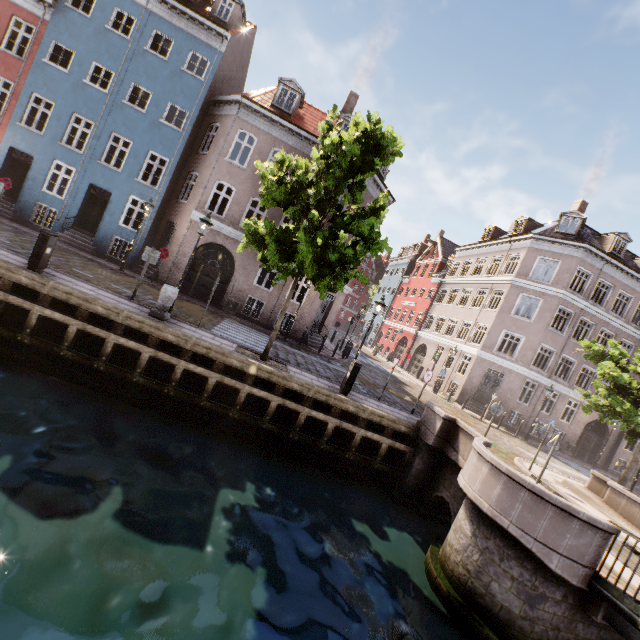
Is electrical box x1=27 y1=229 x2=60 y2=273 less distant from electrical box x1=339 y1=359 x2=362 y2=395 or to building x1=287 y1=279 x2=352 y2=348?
building x1=287 y1=279 x2=352 y2=348

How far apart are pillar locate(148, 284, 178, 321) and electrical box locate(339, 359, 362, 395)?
6.2m

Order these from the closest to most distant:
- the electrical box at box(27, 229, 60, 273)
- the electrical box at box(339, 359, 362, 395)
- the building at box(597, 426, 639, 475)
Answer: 1. the electrical box at box(27, 229, 60, 273)
2. the electrical box at box(339, 359, 362, 395)
3. the building at box(597, 426, 639, 475)

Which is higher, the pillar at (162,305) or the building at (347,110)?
the building at (347,110)

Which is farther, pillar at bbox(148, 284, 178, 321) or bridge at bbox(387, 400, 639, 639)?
pillar at bbox(148, 284, 178, 321)

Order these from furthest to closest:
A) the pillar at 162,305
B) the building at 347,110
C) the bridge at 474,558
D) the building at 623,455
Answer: the building at 623,455, the building at 347,110, the pillar at 162,305, the bridge at 474,558

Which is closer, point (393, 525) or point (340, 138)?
point (393, 525)

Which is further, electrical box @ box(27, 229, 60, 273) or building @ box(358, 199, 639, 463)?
building @ box(358, 199, 639, 463)
